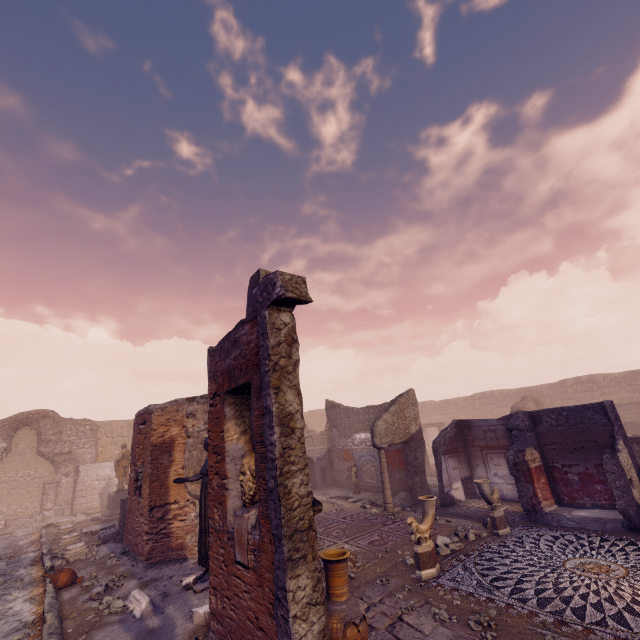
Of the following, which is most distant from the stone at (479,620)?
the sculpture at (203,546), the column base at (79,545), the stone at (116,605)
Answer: the column base at (79,545)

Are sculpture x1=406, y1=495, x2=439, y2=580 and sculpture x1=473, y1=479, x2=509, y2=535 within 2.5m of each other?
yes

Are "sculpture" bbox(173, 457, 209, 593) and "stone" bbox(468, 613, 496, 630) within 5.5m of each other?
yes

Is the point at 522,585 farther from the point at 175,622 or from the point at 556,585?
the point at 175,622

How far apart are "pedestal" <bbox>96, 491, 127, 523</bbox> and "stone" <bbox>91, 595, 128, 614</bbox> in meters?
9.8

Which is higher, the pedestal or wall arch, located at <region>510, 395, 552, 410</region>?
wall arch, located at <region>510, 395, 552, 410</region>

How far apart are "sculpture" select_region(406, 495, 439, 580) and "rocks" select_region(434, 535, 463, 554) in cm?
80

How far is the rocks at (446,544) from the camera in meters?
7.2 m
